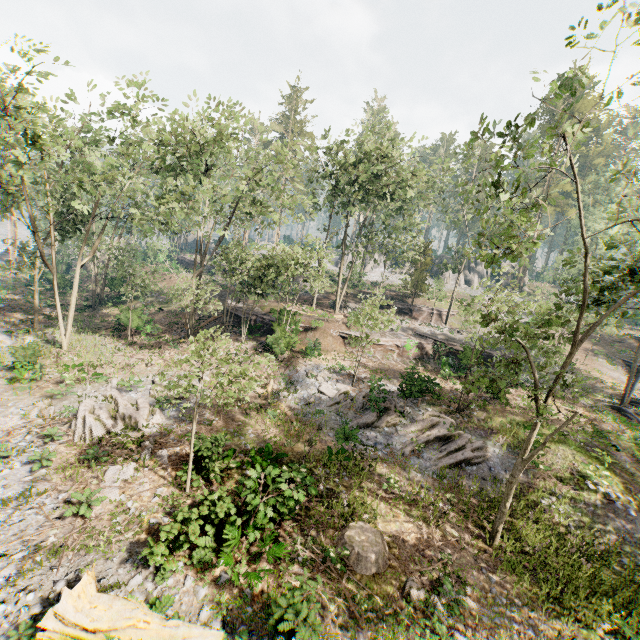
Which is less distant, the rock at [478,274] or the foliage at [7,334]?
the foliage at [7,334]

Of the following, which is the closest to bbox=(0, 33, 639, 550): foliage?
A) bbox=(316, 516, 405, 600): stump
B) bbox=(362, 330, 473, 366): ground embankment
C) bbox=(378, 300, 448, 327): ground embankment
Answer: bbox=(378, 300, 448, 327): ground embankment

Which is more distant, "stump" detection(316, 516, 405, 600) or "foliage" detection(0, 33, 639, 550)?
"foliage" detection(0, 33, 639, 550)

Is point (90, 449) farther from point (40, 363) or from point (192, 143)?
point (192, 143)

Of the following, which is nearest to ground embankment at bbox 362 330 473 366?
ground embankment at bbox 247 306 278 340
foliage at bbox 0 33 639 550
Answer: foliage at bbox 0 33 639 550

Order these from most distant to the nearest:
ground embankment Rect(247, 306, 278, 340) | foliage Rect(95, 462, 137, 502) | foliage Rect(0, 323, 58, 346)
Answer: ground embankment Rect(247, 306, 278, 340)
foliage Rect(0, 323, 58, 346)
foliage Rect(95, 462, 137, 502)

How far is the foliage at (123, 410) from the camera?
15.1 meters

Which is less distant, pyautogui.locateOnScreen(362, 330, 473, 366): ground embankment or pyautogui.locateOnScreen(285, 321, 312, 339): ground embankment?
pyautogui.locateOnScreen(285, 321, 312, 339): ground embankment
